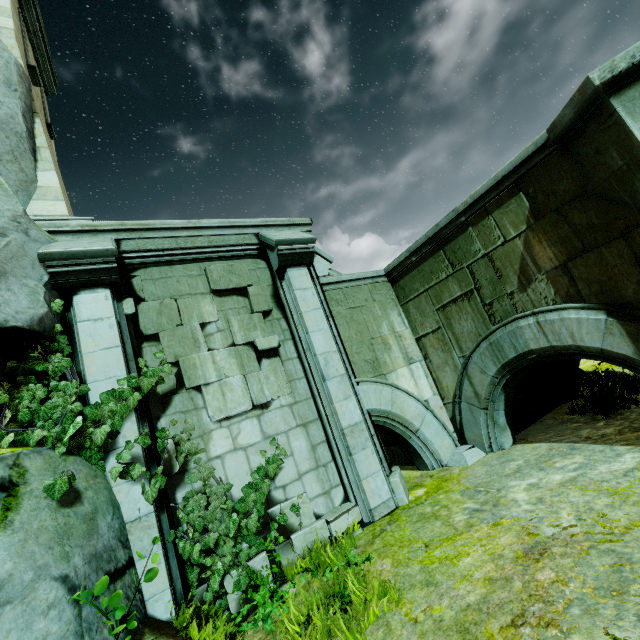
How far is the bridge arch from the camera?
6.4m

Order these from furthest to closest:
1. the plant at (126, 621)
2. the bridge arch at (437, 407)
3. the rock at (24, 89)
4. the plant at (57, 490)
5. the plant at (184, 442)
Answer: the bridge arch at (437, 407) → the plant at (184, 442) → the rock at (24, 89) → the plant at (57, 490) → the plant at (126, 621)

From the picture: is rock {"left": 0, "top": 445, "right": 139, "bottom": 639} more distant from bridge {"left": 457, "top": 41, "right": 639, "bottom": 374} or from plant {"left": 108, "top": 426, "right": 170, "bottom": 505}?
bridge {"left": 457, "top": 41, "right": 639, "bottom": 374}

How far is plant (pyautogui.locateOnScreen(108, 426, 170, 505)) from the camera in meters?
4.1 m

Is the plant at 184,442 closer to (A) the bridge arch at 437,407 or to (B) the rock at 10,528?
(B) the rock at 10,528

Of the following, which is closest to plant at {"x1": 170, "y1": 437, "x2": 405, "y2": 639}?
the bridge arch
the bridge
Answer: the bridge arch

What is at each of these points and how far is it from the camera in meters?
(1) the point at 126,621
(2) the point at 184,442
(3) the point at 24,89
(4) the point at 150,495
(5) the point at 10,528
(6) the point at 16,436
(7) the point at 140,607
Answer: (1) plant, 2.7
(2) plant, 4.9
(3) rock, 6.0
(4) plant, 4.2
(5) rock, 2.9
(6) plant, 3.5
(7) rock, 3.7
